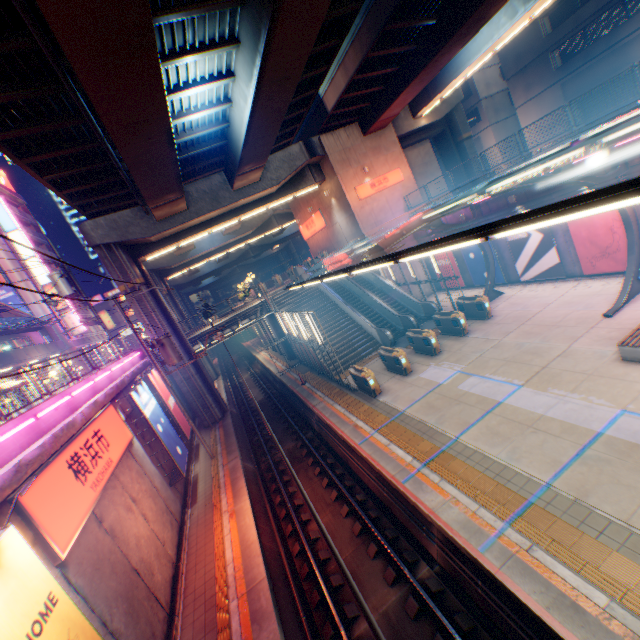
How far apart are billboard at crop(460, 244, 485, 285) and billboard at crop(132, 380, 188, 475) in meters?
21.4

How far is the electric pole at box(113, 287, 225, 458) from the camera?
16.2m

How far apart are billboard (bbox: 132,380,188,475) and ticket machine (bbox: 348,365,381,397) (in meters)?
8.96

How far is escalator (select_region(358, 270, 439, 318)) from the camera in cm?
2183

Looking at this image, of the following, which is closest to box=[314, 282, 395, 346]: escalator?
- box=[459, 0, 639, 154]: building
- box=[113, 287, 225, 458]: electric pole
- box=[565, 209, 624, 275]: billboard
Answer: box=[113, 287, 225, 458]: electric pole

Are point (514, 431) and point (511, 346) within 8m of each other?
yes

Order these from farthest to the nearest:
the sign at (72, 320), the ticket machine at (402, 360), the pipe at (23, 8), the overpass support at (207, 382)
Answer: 1. the sign at (72, 320)
2. the overpass support at (207, 382)
3. the ticket machine at (402, 360)
4. the pipe at (23, 8)

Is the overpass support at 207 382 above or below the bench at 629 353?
above
